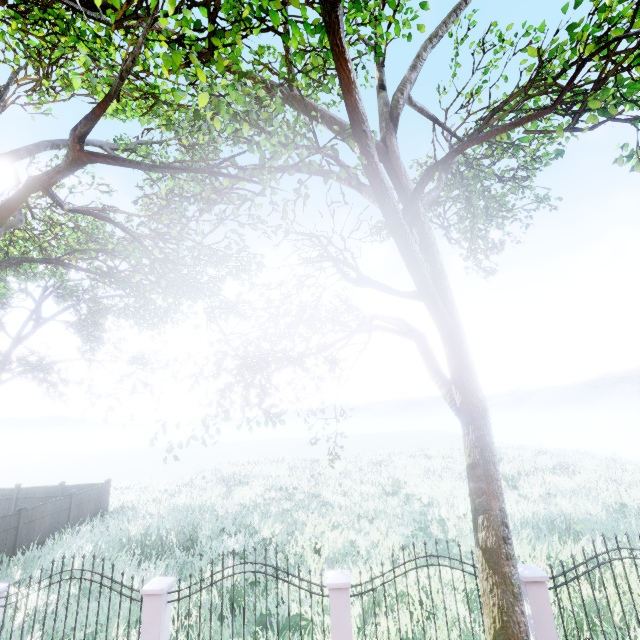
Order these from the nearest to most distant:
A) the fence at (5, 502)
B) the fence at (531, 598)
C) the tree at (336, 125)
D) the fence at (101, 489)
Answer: the tree at (336, 125)
the fence at (531, 598)
the fence at (5, 502)
the fence at (101, 489)

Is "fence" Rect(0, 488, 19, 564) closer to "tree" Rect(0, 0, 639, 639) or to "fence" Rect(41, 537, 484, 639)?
"tree" Rect(0, 0, 639, 639)

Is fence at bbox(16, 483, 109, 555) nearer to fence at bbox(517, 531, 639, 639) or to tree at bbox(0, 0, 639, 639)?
fence at bbox(517, 531, 639, 639)

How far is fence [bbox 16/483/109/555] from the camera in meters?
13.7 m

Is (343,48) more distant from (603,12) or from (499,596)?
(499,596)

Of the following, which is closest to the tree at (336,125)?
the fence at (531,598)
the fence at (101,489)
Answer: the fence at (101,489)

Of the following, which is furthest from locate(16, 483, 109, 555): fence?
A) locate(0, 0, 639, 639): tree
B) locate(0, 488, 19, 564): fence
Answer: locate(0, 488, 19, 564): fence

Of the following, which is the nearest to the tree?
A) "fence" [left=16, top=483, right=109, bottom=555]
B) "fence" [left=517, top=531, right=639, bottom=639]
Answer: "fence" [left=16, top=483, right=109, bottom=555]
